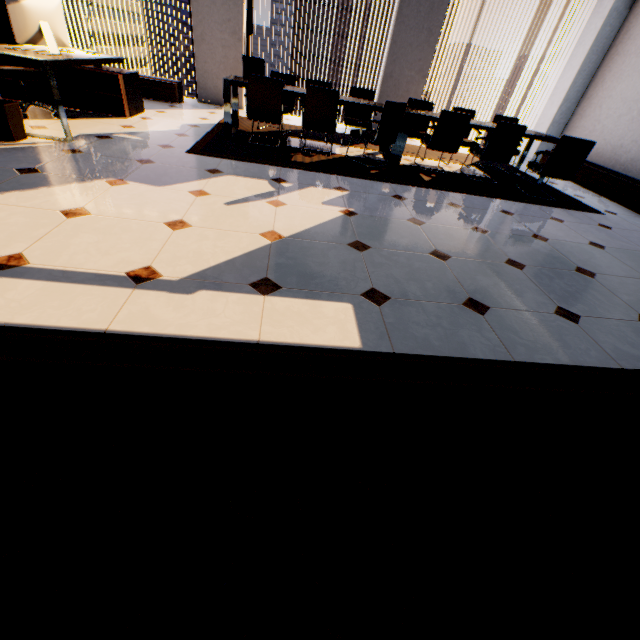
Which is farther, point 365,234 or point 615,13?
point 615,13

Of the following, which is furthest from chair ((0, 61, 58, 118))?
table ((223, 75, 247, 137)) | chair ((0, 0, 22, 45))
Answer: table ((223, 75, 247, 137))

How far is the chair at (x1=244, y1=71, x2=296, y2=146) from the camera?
4.46m

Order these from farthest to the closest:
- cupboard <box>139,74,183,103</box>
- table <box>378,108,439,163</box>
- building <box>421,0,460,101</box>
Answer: building <box>421,0,460,101</box>, cupboard <box>139,74,183,103</box>, table <box>378,108,439,163</box>

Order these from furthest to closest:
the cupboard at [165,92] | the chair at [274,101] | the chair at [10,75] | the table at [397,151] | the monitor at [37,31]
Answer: the cupboard at [165,92], the table at [397,151], the chair at [274,101], the chair at [10,75], the monitor at [37,31]

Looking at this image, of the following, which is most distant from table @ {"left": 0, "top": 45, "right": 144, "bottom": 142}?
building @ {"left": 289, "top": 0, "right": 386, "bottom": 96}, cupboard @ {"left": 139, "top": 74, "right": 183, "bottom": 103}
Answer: building @ {"left": 289, "top": 0, "right": 386, "bottom": 96}

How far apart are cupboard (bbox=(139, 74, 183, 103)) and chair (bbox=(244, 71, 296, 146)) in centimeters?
260cm

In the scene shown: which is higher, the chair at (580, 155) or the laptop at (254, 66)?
the laptop at (254, 66)
